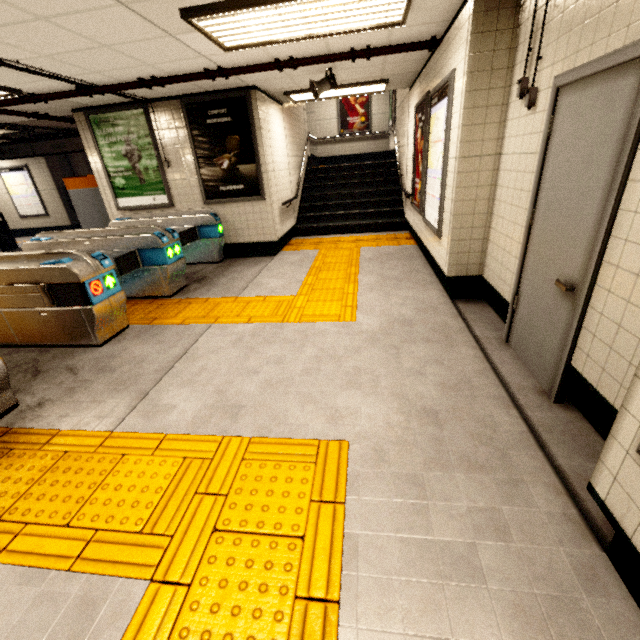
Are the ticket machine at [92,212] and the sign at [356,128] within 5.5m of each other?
no

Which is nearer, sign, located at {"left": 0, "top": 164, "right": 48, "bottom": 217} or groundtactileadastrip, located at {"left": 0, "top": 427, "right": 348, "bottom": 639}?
groundtactileadastrip, located at {"left": 0, "top": 427, "right": 348, "bottom": 639}

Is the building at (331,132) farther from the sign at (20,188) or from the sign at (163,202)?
the sign at (20,188)

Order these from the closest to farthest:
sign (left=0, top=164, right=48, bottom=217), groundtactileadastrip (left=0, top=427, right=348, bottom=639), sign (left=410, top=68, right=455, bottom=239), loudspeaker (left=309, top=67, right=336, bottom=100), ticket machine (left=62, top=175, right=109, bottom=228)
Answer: groundtactileadastrip (left=0, top=427, right=348, bottom=639) → sign (left=410, top=68, right=455, bottom=239) → loudspeaker (left=309, top=67, right=336, bottom=100) → ticket machine (left=62, top=175, right=109, bottom=228) → sign (left=0, top=164, right=48, bottom=217)

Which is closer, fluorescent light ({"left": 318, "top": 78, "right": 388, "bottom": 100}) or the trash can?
fluorescent light ({"left": 318, "top": 78, "right": 388, "bottom": 100})

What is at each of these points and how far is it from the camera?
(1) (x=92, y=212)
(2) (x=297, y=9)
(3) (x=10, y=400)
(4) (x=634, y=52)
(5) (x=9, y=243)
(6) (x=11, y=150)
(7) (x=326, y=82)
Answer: (1) ticket machine, 7.02m
(2) fluorescent light, 2.86m
(3) ticket barrier, 2.76m
(4) door frame, 1.58m
(5) trash can, 10.37m
(6) sign, 8.29m
(7) loudspeaker, 4.91m

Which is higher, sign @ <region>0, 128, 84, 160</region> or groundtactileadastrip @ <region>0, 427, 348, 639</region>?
sign @ <region>0, 128, 84, 160</region>

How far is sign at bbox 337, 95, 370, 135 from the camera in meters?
12.3
